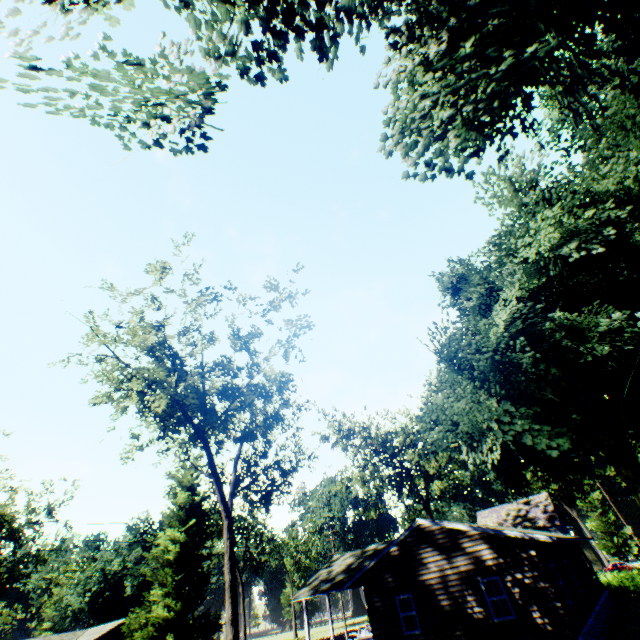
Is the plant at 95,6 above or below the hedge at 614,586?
above

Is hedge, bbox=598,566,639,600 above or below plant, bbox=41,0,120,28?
below

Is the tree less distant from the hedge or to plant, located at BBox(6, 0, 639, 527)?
plant, located at BBox(6, 0, 639, 527)

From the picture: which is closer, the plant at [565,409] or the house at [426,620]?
the plant at [565,409]

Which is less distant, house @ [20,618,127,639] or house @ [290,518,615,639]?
house @ [290,518,615,639]

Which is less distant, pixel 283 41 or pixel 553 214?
pixel 283 41

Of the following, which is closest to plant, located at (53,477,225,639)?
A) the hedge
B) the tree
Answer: the hedge

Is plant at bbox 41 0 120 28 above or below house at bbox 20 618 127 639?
above
